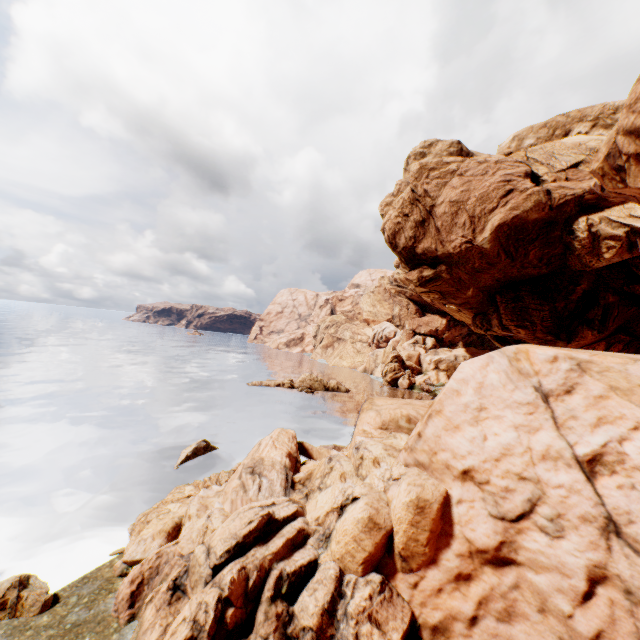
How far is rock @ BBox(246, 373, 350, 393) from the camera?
52.1m

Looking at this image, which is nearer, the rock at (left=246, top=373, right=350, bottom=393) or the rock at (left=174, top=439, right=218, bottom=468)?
the rock at (left=174, top=439, right=218, bottom=468)

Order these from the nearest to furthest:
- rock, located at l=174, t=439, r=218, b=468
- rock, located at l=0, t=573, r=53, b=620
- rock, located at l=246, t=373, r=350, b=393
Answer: rock, located at l=0, t=573, r=53, b=620 → rock, located at l=174, t=439, r=218, b=468 → rock, located at l=246, t=373, r=350, b=393

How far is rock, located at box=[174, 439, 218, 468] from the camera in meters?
23.1 m

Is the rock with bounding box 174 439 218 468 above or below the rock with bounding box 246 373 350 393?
below

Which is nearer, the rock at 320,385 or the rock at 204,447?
the rock at 204,447

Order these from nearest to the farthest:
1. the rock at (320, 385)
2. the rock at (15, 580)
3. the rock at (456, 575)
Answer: the rock at (456, 575) → the rock at (15, 580) → the rock at (320, 385)

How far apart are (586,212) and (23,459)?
49.0m
